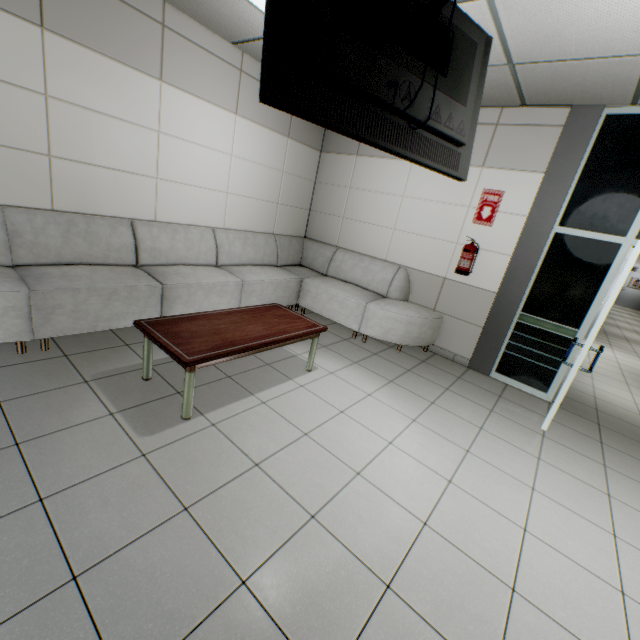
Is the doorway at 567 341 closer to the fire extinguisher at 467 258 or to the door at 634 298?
the fire extinguisher at 467 258

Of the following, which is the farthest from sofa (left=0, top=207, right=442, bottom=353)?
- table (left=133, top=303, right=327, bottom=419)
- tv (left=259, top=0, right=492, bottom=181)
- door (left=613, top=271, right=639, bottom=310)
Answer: door (left=613, top=271, right=639, bottom=310)

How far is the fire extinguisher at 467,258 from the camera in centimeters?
423cm

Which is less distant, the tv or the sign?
the tv

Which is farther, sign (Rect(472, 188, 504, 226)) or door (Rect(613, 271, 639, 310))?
door (Rect(613, 271, 639, 310))

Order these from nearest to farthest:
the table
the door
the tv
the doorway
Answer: the tv → the table → the doorway → the door

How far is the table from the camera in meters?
2.3

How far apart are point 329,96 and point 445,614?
2.5 meters
